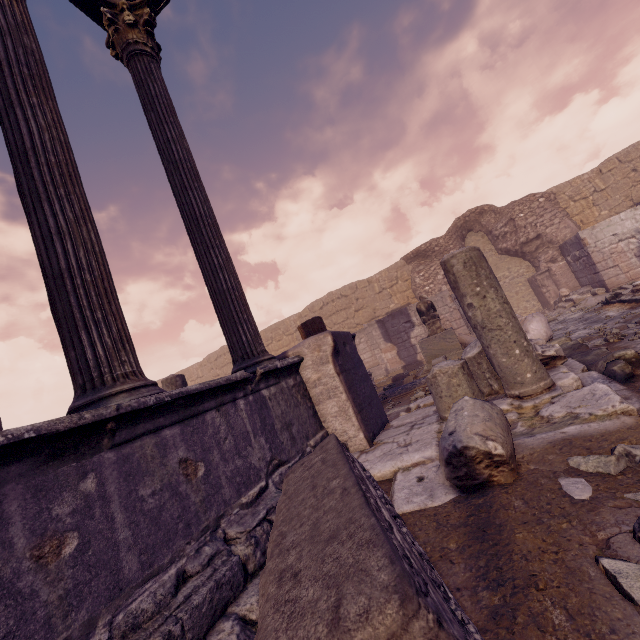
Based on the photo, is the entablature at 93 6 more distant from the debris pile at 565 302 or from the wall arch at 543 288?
the debris pile at 565 302

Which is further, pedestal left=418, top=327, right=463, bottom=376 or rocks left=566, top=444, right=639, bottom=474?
pedestal left=418, top=327, right=463, bottom=376

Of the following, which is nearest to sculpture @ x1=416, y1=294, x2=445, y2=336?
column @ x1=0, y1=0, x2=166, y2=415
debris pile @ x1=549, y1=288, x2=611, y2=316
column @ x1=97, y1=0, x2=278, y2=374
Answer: debris pile @ x1=549, y1=288, x2=611, y2=316

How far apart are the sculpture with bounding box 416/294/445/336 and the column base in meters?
4.2 m

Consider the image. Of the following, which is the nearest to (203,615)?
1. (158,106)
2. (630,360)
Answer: (630,360)

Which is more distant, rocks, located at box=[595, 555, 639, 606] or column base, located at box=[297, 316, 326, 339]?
column base, located at box=[297, 316, 326, 339]

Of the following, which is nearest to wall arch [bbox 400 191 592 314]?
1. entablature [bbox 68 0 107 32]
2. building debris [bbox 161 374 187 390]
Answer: building debris [bbox 161 374 187 390]

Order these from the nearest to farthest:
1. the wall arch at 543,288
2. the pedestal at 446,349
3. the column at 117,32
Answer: the column at 117,32
the pedestal at 446,349
the wall arch at 543,288
